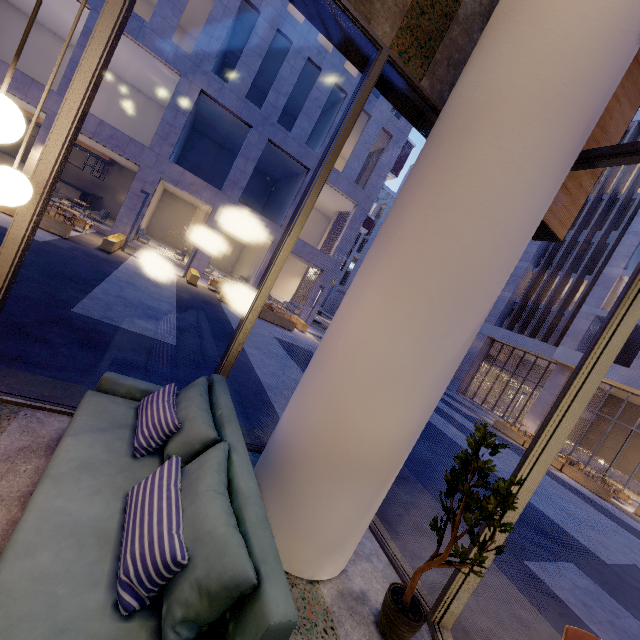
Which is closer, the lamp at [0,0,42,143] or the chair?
the lamp at [0,0,42,143]

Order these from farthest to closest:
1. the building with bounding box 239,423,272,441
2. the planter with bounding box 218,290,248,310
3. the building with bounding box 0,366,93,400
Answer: the planter with bounding box 218,290,248,310 → the building with bounding box 239,423,272,441 → the building with bounding box 0,366,93,400

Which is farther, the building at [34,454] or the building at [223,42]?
the building at [223,42]

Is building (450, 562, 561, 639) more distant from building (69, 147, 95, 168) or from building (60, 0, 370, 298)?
building (69, 147, 95, 168)

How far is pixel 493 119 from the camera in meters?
2.3

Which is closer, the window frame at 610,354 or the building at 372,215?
the window frame at 610,354

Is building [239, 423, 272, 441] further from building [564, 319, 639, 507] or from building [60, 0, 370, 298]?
building [564, 319, 639, 507]

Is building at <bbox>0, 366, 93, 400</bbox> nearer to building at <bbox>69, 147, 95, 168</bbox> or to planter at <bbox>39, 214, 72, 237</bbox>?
planter at <bbox>39, 214, 72, 237</bbox>
